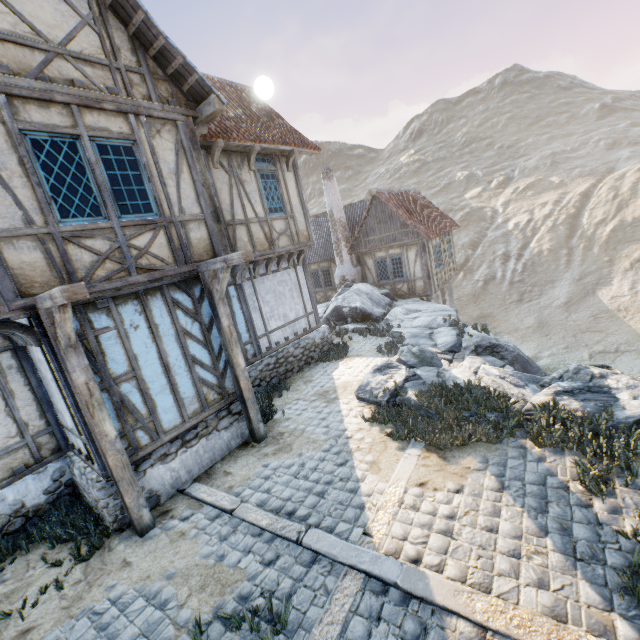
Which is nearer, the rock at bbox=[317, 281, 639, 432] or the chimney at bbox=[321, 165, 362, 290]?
the rock at bbox=[317, 281, 639, 432]

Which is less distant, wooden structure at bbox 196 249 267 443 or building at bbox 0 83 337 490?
building at bbox 0 83 337 490

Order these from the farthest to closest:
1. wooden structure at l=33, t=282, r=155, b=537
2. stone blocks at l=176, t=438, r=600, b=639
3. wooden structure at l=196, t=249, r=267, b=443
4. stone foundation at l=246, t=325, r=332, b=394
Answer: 1. stone foundation at l=246, t=325, r=332, b=394
2. wooden structure at l=196, t=249, r=267, b=443
3. wooden structure at l=33, t=282, r=155, b=537
4. stone blocks at l=176, t=438, r=600, b=639

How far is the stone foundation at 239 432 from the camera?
5.9 meters

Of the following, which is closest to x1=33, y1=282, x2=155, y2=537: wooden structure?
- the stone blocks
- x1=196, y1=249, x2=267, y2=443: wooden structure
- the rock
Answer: x1=196, y1=249, x2=267, y2=443: wooden structure

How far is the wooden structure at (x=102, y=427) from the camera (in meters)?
4.04

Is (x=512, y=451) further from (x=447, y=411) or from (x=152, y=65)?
(x=152, y=65)

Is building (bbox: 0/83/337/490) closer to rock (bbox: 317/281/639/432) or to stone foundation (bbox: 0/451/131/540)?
stone foundation (bbox: 0/451/131/540)
